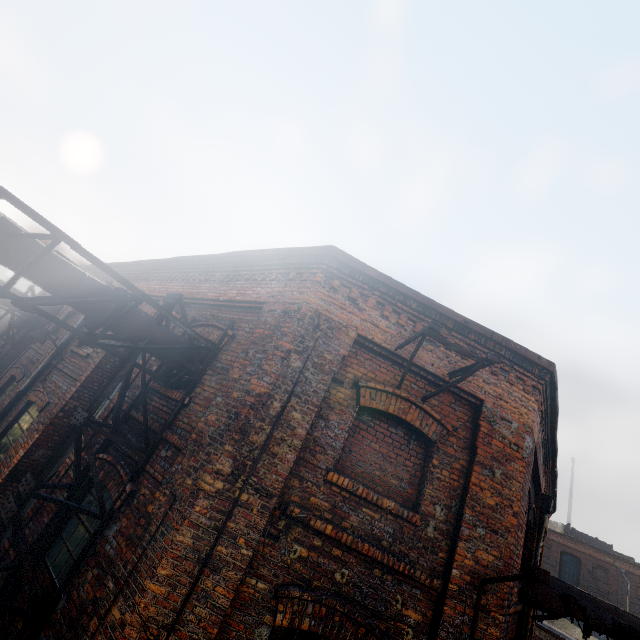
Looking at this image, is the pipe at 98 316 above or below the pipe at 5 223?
below

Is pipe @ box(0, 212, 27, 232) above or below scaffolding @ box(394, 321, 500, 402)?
below

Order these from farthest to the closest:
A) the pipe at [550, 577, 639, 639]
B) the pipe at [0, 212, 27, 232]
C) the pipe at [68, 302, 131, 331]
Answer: the pipe at [550, 577, 639, 639], the pipe at [68, 302, 131, 331], the pipe at [0, 212, 27, 232]

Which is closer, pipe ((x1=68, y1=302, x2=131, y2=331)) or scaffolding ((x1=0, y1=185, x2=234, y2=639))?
scaffolding ((x1=0, y1=185, x2=234, y2=639))

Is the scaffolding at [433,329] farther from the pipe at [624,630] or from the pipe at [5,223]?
the pipe at [624,630]

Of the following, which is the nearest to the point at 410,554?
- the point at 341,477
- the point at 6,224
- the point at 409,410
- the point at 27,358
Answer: the point at 341,477

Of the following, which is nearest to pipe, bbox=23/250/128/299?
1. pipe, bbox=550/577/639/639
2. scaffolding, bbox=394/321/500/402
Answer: scaffolding, bbox=394/321/500/402
